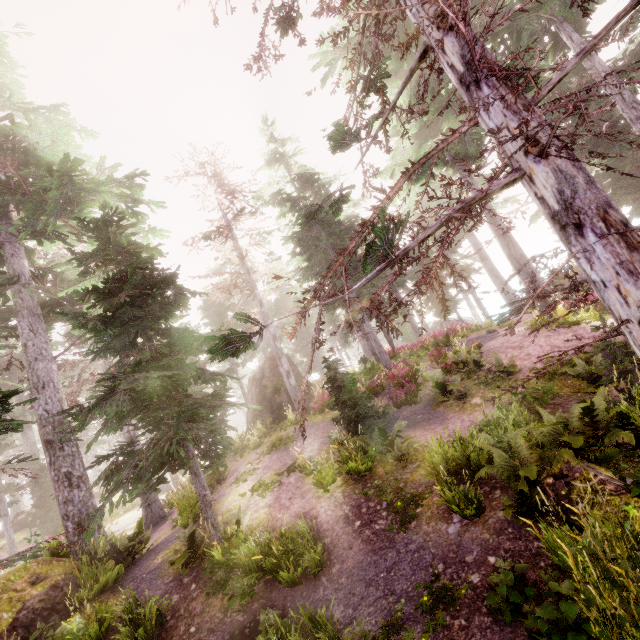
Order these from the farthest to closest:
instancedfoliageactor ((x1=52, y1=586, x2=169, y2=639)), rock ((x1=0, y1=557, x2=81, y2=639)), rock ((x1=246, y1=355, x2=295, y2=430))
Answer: rock ((x1=246, y1=355, x2=295, y2=430)) < rock ((x1=0, y1=557, x2=81, y2=639)) < instancedfoliageactor ((x1=52, y1=586, x2=169, y2=639))

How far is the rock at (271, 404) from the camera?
20.75m

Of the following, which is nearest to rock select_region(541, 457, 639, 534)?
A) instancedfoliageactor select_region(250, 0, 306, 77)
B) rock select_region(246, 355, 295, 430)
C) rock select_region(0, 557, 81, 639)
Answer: instancedfoliageactor select_region(250, 0, 306, 77)

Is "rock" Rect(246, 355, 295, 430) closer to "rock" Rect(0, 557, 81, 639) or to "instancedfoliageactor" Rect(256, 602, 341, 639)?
"instancedfoliageactor" Rect(256, 602, 341, 639)

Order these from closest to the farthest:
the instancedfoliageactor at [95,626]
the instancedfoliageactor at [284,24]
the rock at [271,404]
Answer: the instancedfoliageactor at [284,24], the instancedfoliageactor at [95,626], the rock at [271,404]

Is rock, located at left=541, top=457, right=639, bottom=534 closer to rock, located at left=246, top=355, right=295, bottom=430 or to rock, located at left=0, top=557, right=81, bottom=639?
rock, located at left=0, top=557, right=81, bottom=639

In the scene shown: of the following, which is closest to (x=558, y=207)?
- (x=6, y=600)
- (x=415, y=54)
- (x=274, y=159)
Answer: (x=415, y=54)

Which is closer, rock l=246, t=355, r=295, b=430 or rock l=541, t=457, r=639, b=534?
rock l=541, t=457, r=639, b=534
